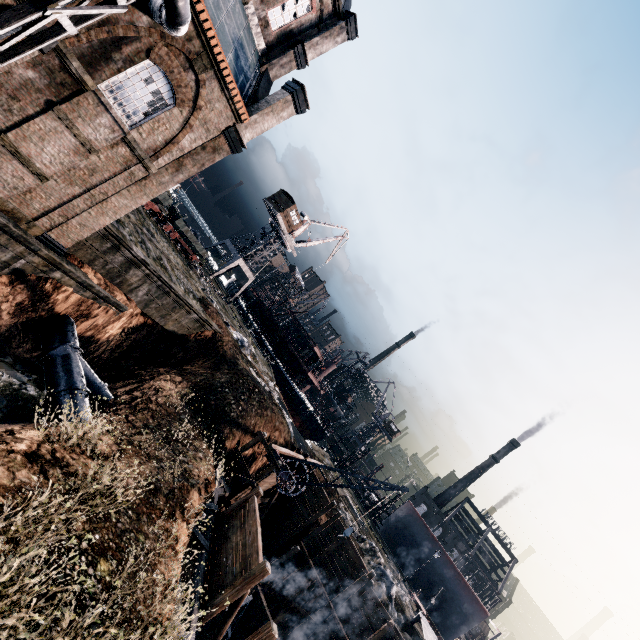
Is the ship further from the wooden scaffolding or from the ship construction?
the wooden scaffolding

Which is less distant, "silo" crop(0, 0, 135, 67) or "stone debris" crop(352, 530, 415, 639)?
"silo" crop(0, 0, 135, 67)

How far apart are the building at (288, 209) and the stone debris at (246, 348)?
23.3m

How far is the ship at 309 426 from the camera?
53.3 meters

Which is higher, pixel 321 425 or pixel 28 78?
pixel 28 78

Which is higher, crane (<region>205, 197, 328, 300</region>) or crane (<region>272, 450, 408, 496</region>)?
crane (<region>205, 197, 328, 300</region>)

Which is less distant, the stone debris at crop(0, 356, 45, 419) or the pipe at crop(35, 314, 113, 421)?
the stone debris at crop(0, 356, 45, 419)

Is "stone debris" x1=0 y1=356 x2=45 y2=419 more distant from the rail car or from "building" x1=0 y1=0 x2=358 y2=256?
the rail car
